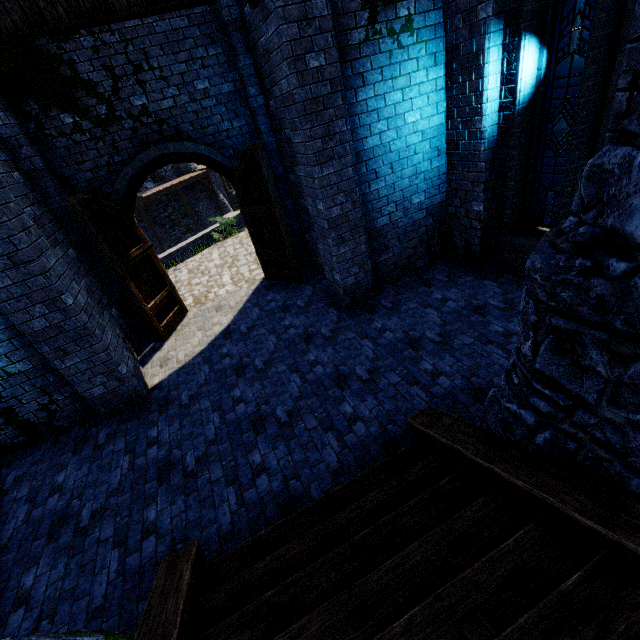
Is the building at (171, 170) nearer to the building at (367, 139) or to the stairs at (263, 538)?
the building at (367, 139)

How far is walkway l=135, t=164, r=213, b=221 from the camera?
22.95m

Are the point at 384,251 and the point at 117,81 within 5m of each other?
no

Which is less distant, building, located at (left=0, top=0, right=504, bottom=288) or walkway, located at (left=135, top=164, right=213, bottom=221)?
building, located at (left=0, top=0, right=504, bottom=288)

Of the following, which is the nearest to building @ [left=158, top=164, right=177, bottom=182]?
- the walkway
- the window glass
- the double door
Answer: the walkway

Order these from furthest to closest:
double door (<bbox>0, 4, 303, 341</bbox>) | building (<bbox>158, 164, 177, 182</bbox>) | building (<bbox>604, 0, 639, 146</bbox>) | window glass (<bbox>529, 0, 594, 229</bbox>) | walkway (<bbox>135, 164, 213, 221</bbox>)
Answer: building (<bbox>158, 164, 177, 182</bbox>)
walkway (<bbox>135, 164, 213, 221</bbox>)
double door (<bbox>0, 4, 303, 341</bbox>)
window glass (<bbox>529, 0, 594, 229</bbox>)
building (<bbox>604, 0, 639, 146</bbox>)

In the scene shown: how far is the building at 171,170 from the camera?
27.5m

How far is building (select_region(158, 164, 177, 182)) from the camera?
27.53m
